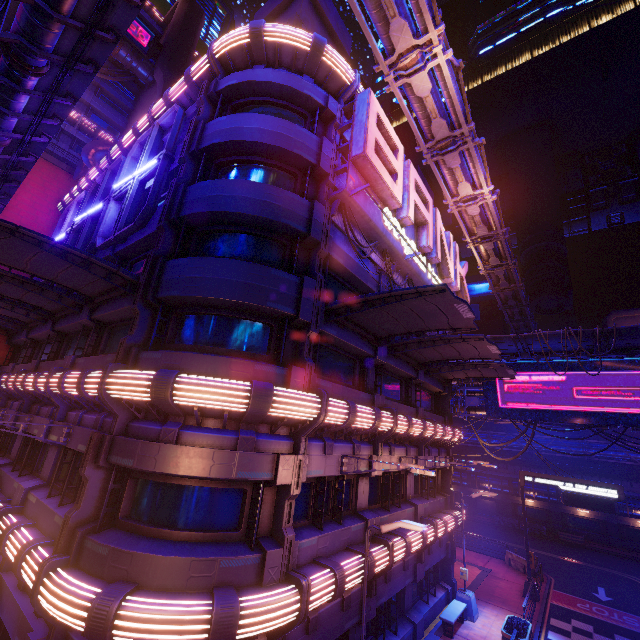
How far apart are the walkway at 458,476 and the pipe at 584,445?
2.8m

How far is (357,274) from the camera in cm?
1370

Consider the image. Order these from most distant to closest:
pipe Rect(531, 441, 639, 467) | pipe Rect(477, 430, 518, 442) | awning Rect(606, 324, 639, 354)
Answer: pipe Rect(477, 430, 518, 442) < pipe Rect(531, 441, 639, 467) < awning Rect(606, 324, 639, 354)

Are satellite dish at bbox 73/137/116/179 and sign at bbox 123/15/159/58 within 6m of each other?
no

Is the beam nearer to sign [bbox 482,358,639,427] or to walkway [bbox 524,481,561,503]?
sign [bbox 482,358,639,427]

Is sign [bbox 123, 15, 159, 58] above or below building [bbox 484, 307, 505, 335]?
above

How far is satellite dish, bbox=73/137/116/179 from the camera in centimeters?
2269cm

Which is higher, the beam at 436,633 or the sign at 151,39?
the sign at 151,39
